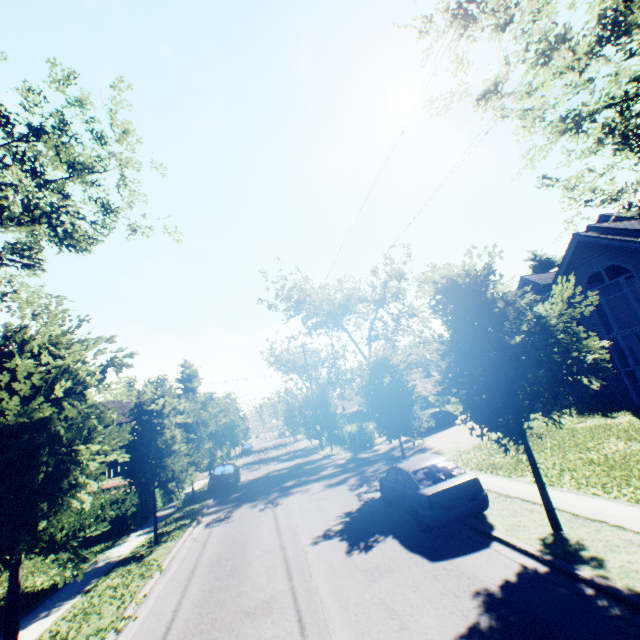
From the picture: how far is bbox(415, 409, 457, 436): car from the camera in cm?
2656

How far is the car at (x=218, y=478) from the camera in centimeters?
2178cm

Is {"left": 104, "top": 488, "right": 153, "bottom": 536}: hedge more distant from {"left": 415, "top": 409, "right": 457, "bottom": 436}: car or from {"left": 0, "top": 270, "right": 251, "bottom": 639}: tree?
{"left": 415, "top": 409, "right": 457, "bottom": 436}: car

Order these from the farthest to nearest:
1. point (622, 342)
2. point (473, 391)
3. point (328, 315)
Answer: point (328, 315) → point (622, 342) → point (473, 391)

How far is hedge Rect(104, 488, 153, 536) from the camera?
15.8 meters

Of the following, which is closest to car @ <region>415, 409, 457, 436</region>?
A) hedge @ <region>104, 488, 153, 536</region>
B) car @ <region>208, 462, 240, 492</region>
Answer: car @ <region>208, 462, 240, 492</region>

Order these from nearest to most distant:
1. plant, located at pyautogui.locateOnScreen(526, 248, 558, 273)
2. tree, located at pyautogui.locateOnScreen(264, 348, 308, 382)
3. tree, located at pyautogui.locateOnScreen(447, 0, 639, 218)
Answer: tree, located at pyautogui.locateOnScreen(447, 0, 639, 218) < tree, located at pyautogui.locateOnScreen(264, 348, 308, 382) < plant, located at pyautogui.locateOnScreen(526, 248, 558, 273)

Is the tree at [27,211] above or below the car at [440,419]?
above
